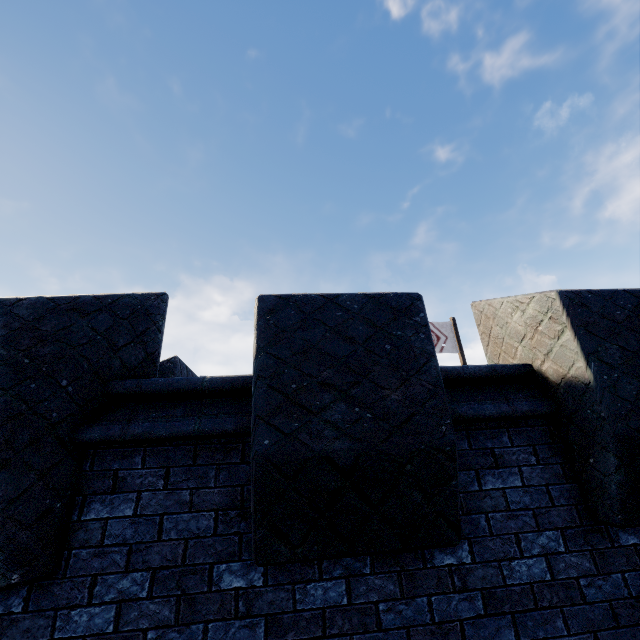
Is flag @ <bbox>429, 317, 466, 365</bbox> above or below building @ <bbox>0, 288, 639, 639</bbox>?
above

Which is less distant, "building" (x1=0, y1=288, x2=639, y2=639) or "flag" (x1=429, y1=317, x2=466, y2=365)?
"building" (x1=0, y1=288, x2=639, y2=639)

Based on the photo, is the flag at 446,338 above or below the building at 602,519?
above

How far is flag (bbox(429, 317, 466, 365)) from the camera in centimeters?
1336cm

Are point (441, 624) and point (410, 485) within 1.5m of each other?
yes

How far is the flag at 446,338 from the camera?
13.4m
